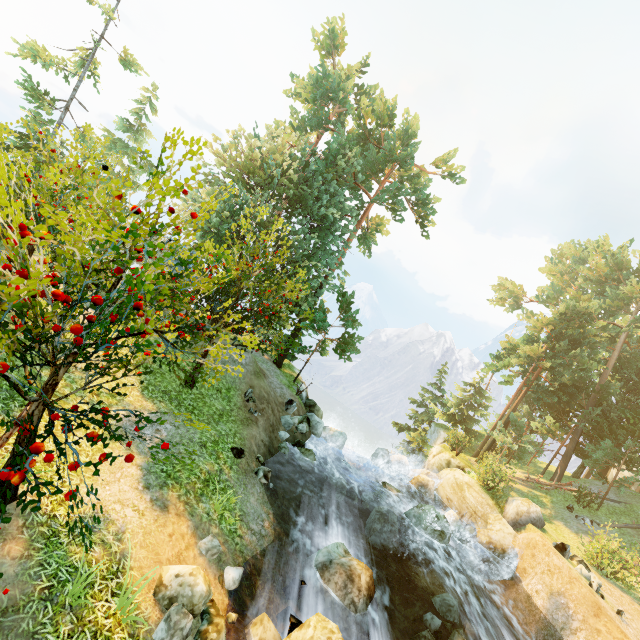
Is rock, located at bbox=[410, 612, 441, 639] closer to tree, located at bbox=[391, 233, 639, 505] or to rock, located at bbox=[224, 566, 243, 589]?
rock, located at bbox=[224, 566, 243, 589]

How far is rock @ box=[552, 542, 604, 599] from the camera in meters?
14.0

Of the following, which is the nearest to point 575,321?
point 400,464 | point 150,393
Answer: point 400,464

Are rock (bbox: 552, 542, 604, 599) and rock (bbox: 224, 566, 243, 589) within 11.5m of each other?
no

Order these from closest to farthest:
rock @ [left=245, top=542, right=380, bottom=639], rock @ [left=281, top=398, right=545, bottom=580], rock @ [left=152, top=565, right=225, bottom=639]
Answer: rock @ [left=152, top=565, right=225, bottom=639] → rock @ [left=245, top=542, right=380, bottom=639] → rock @ [left=281, top=398, right=545, bottom=580]

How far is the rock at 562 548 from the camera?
14.0m

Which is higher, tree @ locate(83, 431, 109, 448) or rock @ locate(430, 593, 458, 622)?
tree @ locate(83, 431, 109, 448)

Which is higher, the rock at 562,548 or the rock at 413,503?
the rock at 562,548
